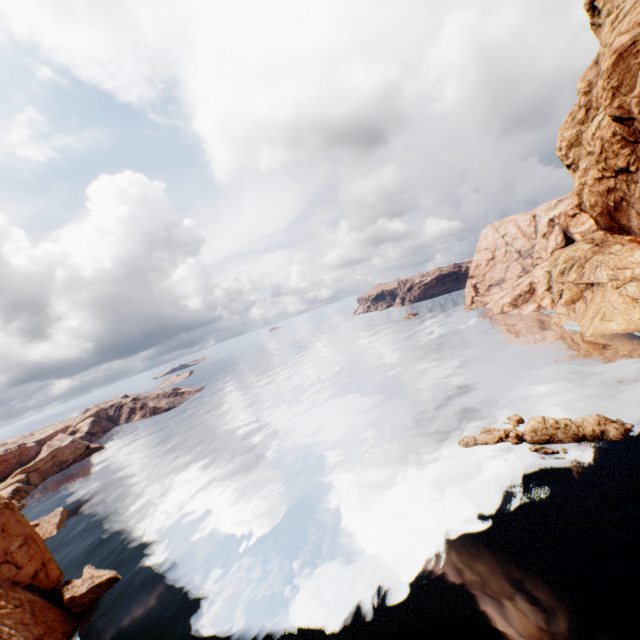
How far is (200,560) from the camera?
38.03m

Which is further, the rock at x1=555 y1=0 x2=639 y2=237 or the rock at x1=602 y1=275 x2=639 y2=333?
the rock at x1=602 y1=275 x2=639 y2=333

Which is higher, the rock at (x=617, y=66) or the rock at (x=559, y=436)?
Answer: the rock at (x=617, y=66)

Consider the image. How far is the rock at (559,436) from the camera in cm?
3459

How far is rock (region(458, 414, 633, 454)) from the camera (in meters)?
34.59

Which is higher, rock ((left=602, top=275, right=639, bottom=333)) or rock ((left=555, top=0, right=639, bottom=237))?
rock ((left=555, top=0, right=639, bottom=237))
